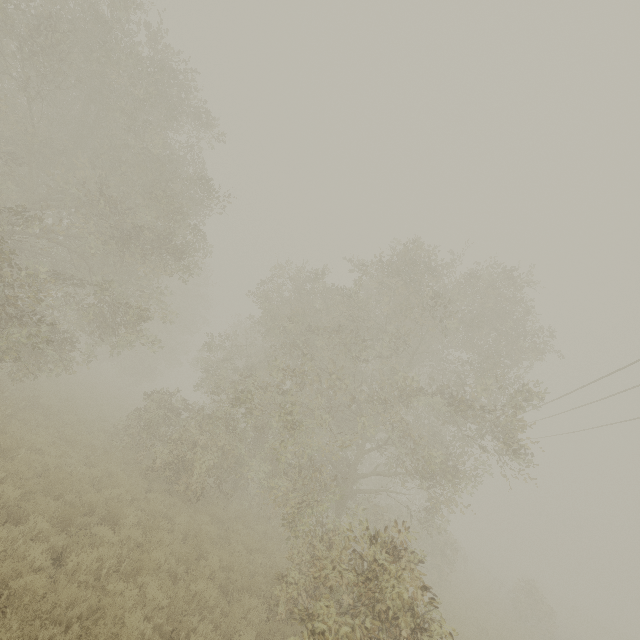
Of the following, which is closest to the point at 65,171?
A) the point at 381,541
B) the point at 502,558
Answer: the point at 381,541
